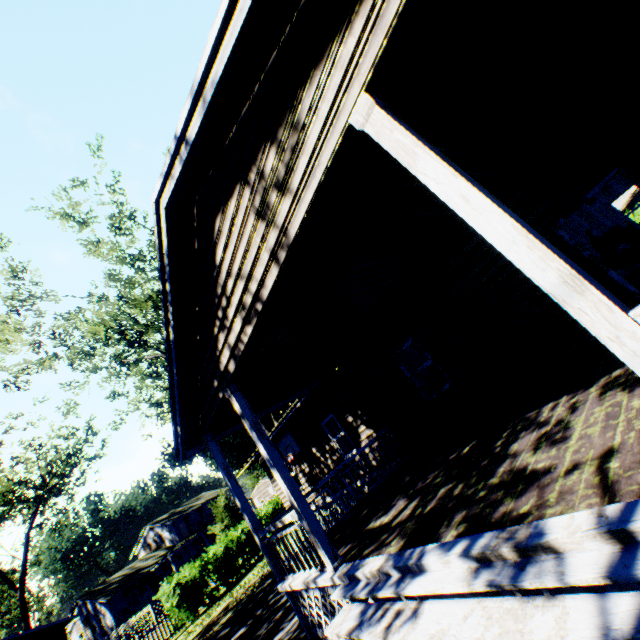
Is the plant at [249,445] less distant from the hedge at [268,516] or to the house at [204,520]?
the house at [204,520]

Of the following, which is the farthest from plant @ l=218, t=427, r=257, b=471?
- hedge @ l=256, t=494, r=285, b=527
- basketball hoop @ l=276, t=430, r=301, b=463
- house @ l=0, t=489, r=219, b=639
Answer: basketball hoop @ l=276, t=430, r=301, b=463

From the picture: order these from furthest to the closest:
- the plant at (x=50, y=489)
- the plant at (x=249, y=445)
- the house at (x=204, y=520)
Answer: the plant at (x=249, y=445) < the plant at (x=50, y=489) < the house at (x=204, y=520)

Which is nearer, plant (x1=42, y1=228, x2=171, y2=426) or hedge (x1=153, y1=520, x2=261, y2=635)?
hedge (x1=153, y1=520, x2=261, y2=635)

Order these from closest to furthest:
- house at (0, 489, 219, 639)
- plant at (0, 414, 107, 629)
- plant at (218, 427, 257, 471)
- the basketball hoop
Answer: the basketball hoop < house at (0, 489, 219, 639) < plant at (0, 414, 107, 629) < plant at (218, 427, 257, 471)

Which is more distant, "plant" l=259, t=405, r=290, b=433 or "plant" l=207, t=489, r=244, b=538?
"plant" l=207, t=489, r=244, b=538

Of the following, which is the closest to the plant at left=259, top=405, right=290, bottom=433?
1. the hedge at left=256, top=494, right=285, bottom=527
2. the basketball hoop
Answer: the hedge at left=256, top=494, right=285, bottom=527

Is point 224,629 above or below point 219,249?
below
